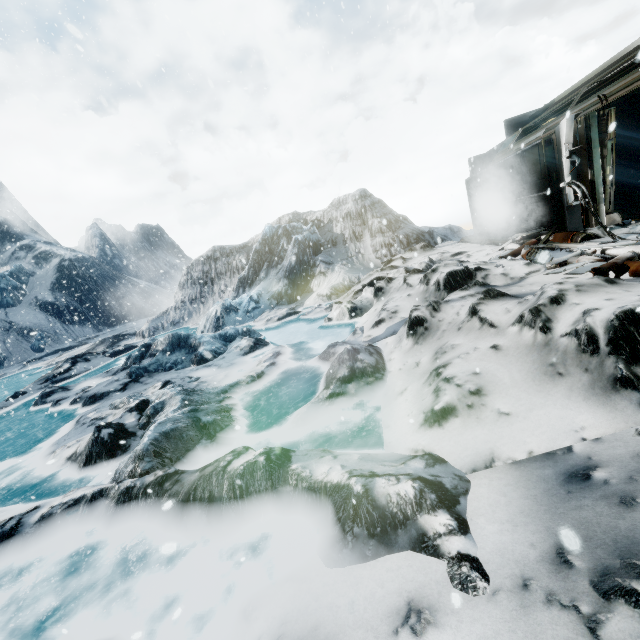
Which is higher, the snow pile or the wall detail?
the wall detail

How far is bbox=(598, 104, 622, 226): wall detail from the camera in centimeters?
700cm

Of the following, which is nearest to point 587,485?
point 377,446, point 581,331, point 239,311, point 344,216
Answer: point 581,331

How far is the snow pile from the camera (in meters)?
7.15

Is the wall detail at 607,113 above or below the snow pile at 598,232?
above

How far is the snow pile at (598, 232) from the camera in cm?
715
